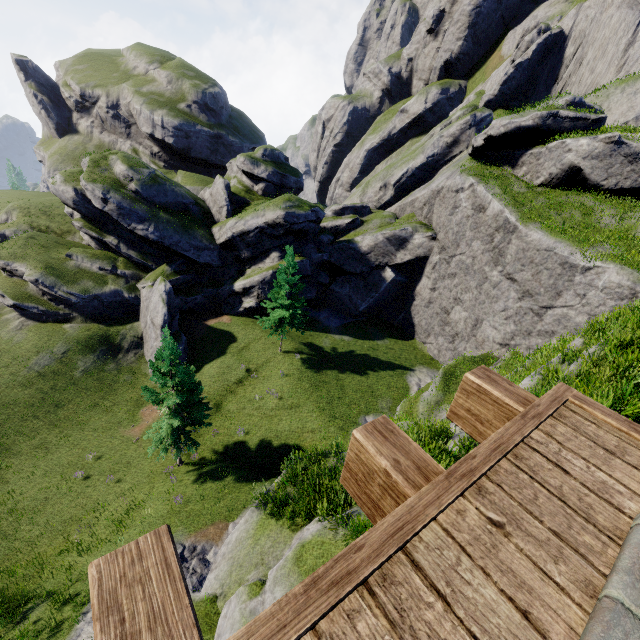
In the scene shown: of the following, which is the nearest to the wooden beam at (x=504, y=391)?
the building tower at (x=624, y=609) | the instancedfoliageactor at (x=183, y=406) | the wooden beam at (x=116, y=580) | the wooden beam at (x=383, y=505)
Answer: the building tower at (x=624, y=609)

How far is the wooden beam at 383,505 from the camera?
1.7 meters

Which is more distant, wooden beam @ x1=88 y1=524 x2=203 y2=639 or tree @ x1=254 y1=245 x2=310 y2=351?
tree @ x1=254 y1=245 x2=310 y2=351

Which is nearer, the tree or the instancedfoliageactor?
the instancedfoliageactor

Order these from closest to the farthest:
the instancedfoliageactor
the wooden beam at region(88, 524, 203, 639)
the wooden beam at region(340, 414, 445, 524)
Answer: the wooden beam at region(88, 524, 203, 639) → the wooden beam at region(340, 414, 445, 524) → the instancedfoliageactor

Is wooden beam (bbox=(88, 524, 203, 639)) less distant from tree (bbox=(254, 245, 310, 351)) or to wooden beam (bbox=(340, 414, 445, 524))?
wooden beam (bbox=(340, 414, 445, 524))

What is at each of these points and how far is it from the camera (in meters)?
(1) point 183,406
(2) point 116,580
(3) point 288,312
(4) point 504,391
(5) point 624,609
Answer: (1) instancedfoliageactor, 20.16
(2) wooden beam, 1.17
(3) tree, 28.19
(4) wooden beam, 2.54
(5) building tower, 1.20

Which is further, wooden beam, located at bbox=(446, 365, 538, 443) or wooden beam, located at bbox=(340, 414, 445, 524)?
wooden beam, located at bbox=(446, 365, 538, 443)
